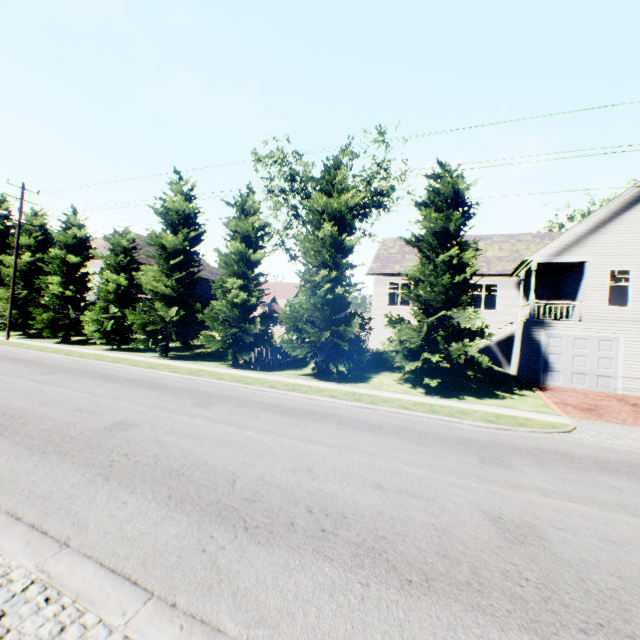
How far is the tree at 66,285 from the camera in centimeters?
1641cm

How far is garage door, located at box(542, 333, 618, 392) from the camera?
16.33m

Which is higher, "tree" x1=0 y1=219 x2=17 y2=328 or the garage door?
"tree" x1=0 y1=219 x2=17 y2=328

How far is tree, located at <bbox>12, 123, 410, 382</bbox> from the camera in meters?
16.4 m

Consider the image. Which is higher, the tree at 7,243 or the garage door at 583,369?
the tree at 7,243

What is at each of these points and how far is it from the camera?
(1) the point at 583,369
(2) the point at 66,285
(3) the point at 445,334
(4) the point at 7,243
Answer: (1) garage door, 16.72m
(2) tree, 25.30m
(3) tree, 14.07m
(4) tree, 30.14m

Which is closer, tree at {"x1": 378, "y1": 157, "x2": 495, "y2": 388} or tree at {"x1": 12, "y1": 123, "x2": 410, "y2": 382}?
tree at {"x1": 378, "y1": 157, "x2": 495, "y2": 388}
